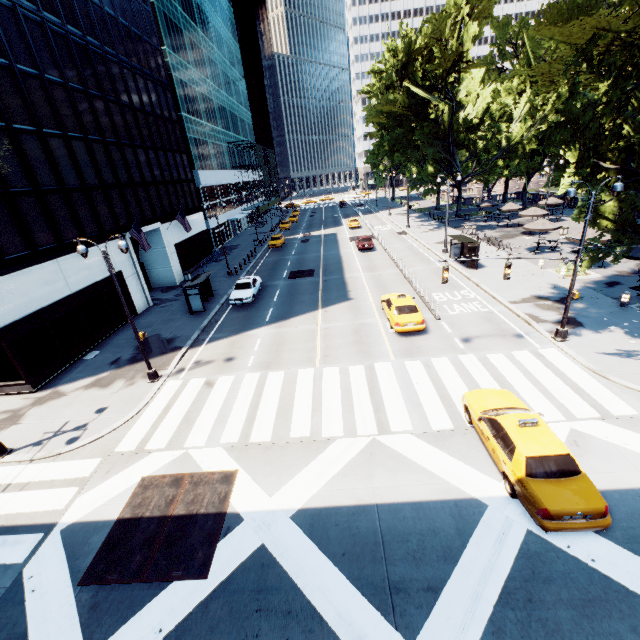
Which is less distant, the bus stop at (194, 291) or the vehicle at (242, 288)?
the bus stop at (194, 291)

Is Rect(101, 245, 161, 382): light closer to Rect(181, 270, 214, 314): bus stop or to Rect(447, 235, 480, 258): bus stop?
Rect(181, 270, 214, 314): bus stop

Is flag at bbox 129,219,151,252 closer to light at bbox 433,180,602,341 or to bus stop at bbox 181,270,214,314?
bus stop at bbox 181,270,214,314

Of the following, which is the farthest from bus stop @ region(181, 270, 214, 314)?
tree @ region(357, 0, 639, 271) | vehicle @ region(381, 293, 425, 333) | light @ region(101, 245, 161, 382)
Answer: tree @ region(357, 0, 639, 271)

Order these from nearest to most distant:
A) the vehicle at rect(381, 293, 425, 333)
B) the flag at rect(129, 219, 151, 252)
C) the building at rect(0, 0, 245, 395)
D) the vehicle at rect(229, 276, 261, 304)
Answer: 1. the building at rect(0, 0, 245, 395)
2. the vehicle at rect(381, 293, 425, 333)
3. the flag at rect(129, 219, 151, 252)
4. the vehicle at rect(229, 276, 261, 304)

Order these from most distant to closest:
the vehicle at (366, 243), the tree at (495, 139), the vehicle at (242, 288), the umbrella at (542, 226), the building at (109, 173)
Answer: the vehicle at (366, 243), the umbrella at (542, 226), the vehicle at (242, 288), the building at (109, 173), the tree at (495, 139)

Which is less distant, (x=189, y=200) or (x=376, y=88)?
(x=189, y=200)

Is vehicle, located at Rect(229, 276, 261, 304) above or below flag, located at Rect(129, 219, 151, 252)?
below
